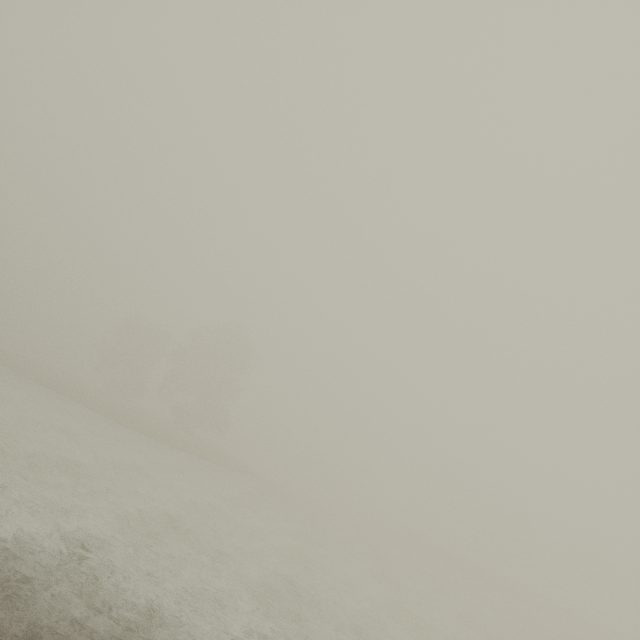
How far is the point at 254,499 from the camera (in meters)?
25.16
